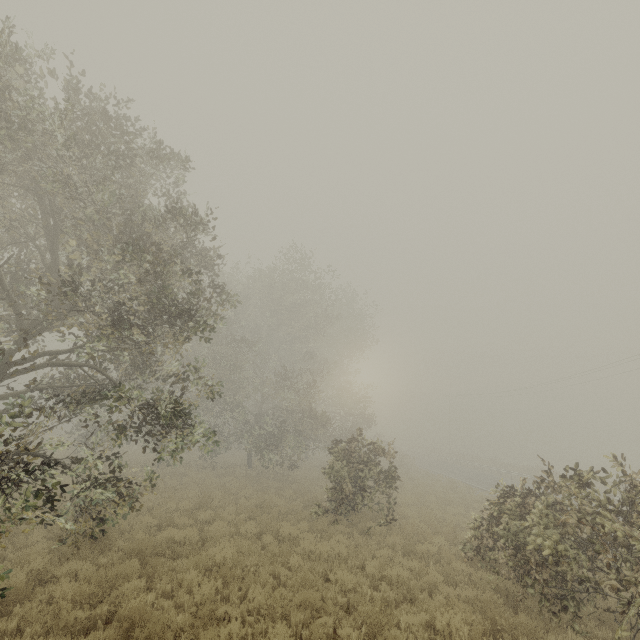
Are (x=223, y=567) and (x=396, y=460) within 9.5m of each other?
no
